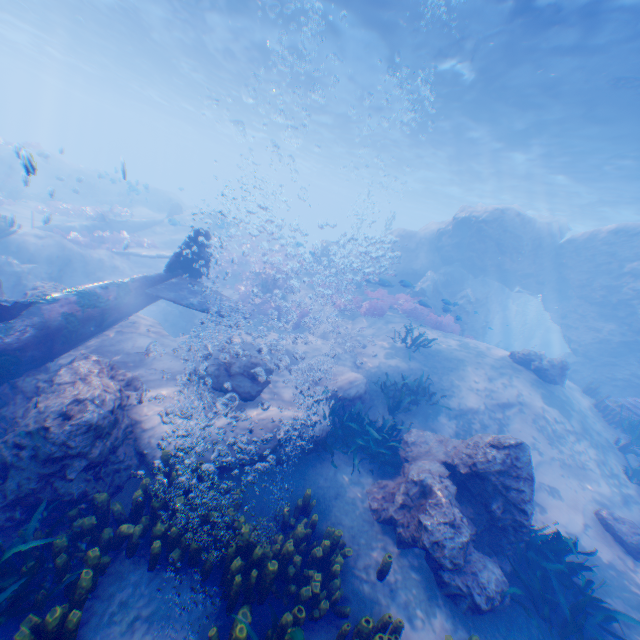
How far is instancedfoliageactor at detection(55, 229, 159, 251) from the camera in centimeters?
1620cm

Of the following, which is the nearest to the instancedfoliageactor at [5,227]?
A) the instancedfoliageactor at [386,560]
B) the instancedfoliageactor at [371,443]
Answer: the instancedfoliageactor at [386,560]

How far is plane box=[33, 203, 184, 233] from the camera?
17.27m

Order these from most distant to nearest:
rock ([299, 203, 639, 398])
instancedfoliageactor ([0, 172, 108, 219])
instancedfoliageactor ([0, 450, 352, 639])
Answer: instancedfoliageactor ([0, 172, 108, 219]) → rock ([299, 203, 639, 398]) → instancedfoliageactor ([0, 450, 352, 639])

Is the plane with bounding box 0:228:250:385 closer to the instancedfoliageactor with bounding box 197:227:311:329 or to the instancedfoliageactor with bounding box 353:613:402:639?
the instancedfoliageactor with bounding box 197:227:311:329

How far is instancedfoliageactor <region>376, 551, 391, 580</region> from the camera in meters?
5.0 m

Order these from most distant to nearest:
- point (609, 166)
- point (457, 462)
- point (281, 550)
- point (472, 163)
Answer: point (472, 163) → point (609, 166) → point (457, 462) → point (281, 550)

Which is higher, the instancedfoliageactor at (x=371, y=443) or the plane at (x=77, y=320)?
the plane at (x=77, y=320)
